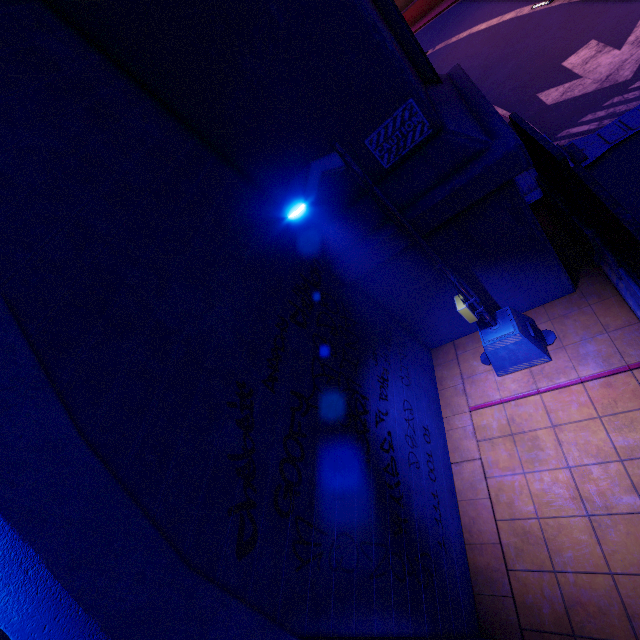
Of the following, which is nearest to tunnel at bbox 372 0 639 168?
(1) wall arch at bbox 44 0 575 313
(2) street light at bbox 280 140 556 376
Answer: (1) wall arch at bbox 44 0 575 313

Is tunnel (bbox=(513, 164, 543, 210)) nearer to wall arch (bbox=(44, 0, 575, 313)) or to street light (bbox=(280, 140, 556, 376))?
wall arch (bbox=(44, 0, 575, 313))

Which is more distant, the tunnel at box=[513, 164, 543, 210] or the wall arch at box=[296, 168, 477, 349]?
the tunnel at box=[513, 164, 543, 210]

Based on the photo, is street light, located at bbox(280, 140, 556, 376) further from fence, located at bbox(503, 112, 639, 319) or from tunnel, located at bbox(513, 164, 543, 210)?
tunnel, located at bbox(513, 164, 543, 210)

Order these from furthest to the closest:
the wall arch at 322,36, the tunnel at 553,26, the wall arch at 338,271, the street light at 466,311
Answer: the tunnel at 553,26
the wall arch at 338,271
the wall arch at 322,36
the street light at 466,311

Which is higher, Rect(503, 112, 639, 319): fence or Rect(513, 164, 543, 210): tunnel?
Rect(503, 112, 639, 319): fence

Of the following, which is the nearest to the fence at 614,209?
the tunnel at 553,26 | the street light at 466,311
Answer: the tunnel at 553,26

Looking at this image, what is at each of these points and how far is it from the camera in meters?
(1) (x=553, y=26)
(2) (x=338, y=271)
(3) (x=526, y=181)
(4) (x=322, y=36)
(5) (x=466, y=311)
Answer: (1) tunnel, 12.6
(2) wall arch, 6.5
(3) tunnel, 9.3
(4) wall arch, 4.3
(5) street light, 6.0
